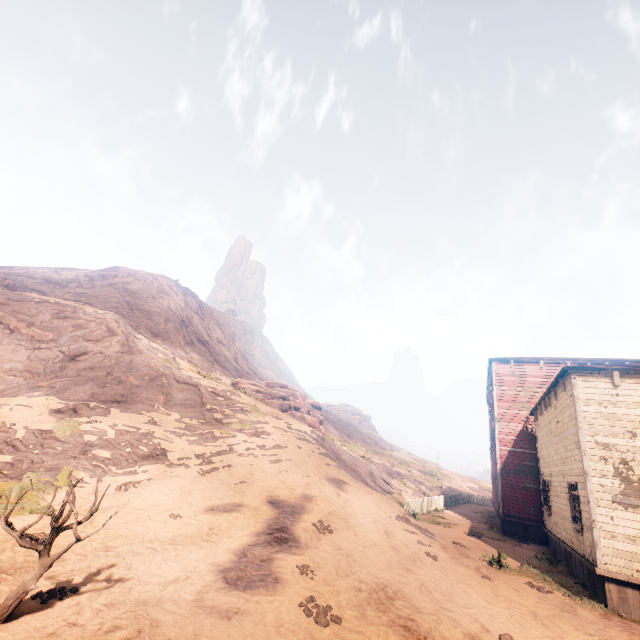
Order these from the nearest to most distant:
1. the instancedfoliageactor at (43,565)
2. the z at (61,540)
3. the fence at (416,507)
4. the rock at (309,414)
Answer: the instancedfoliageactor at (43,565) < the z at (61,540) < the fence at (416,507) < the rock at (309,414)

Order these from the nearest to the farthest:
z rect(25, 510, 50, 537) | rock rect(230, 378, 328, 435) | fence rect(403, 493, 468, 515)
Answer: z rect(25, 510, 50, 537)
fence rect(403, 493, 468, 515)
rock rect(230, 378, 328, 435)

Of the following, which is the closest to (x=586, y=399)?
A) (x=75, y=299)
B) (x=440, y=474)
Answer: (x=75, y=299)

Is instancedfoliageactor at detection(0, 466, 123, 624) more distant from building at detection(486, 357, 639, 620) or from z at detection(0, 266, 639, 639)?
building at detection(486, 357, 639, 620)

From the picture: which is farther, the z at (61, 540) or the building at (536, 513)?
the building at (536, 513)

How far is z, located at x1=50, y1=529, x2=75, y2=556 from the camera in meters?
6.9

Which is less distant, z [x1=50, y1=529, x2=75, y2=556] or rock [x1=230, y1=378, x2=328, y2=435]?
z [x1=50, y1=529, x2=75, y2=556]

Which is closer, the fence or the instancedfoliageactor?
the instancedfoliageactor
